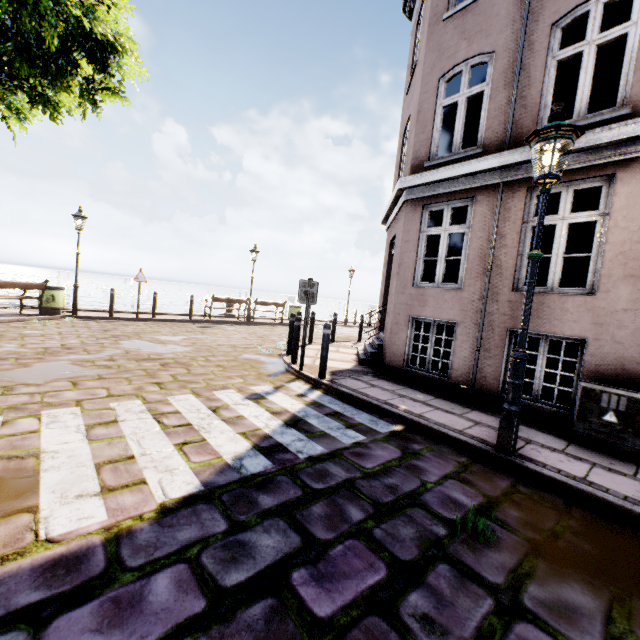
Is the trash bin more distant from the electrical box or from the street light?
the electrical box

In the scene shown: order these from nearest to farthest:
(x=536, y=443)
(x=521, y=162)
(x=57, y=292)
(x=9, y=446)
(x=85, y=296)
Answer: Result:
(x=9, y=446)
(x=536, y=443)
(x=521, y=162)
(x=57, y=292)
(x=85, y=296)

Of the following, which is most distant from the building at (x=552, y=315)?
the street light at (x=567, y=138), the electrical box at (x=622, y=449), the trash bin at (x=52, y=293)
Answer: the trash bin at (x=52, y=293)

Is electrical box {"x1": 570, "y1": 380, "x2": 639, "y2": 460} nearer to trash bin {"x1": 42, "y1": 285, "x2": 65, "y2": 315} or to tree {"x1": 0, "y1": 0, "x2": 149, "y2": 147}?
tree {"x1": 0, "y1": 0, "x2": 149, "y2": 147}

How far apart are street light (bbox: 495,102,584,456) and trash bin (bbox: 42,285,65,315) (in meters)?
13.27

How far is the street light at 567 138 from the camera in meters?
3.4

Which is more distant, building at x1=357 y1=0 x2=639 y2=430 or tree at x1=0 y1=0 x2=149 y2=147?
building at x1=357 y1=0 x2=639 y2=430

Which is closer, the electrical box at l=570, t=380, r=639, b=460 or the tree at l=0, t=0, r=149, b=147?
the tree at l=0, t=0, r=149, b=147
